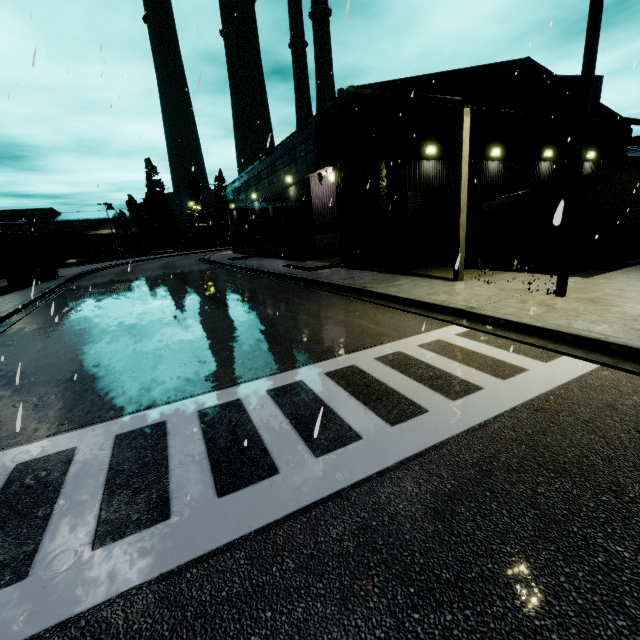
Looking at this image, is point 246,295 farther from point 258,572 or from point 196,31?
point 196,31

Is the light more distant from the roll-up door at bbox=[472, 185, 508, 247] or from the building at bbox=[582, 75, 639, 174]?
the roll-up door at bbox=[472, 185, 508, 247]

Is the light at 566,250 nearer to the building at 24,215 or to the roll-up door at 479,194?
the building at 24,215

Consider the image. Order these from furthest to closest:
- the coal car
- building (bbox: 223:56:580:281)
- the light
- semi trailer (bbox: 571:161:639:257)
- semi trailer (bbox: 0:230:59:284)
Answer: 1. the coal car
2. semi trailer (bbox: 0:230:59:284)
3. building (bbox: 223:56:580:281)
4. semi trailer (bbox: 571:161:639:257)
5. the light

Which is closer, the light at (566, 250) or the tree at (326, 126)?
the light at (566, 250)

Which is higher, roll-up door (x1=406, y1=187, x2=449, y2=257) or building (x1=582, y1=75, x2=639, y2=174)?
building (x1=582, y1=75, x2=639, y2=174)

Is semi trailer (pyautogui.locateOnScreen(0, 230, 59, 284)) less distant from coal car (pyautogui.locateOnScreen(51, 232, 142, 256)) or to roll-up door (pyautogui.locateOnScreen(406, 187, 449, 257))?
coal car (pyautogui.locateOnScreen(51, 232, 142, 256))

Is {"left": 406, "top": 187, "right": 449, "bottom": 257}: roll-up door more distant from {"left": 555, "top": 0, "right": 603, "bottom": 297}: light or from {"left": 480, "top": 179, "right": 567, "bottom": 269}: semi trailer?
{"left": 555, "top": 0, "right": 603, "bottom": 297}: light
